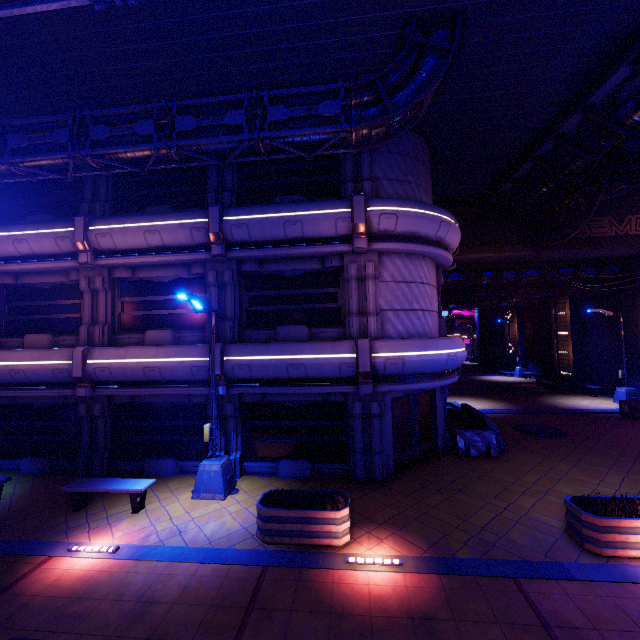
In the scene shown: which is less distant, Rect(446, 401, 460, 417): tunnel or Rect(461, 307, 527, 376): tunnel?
Rect(446, 401, 460, 417): tunnel

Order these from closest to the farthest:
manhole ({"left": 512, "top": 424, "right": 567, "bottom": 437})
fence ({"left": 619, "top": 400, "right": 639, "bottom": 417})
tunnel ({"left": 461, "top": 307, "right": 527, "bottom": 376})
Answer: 1. manhole ({"left": 512, "top": 424, "right": 567, "bottom": 437})
2. fence ({"left": 619, "top": 400, "right": 639, "bottom": 417})
3. tunnel ({"left": 461, "top": 307, "right": 527, "bottom": 376})

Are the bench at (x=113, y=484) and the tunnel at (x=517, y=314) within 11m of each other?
no

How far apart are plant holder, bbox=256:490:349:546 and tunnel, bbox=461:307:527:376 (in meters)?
34.09

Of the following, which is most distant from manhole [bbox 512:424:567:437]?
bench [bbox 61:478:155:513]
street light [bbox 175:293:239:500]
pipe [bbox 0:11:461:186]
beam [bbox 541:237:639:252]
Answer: bench [bbox 61:478:155:513]

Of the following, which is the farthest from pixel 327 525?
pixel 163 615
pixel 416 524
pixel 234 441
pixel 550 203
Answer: pixel 550 203

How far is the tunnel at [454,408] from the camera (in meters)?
18.31

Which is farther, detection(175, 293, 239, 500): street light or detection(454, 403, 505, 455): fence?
detection(454, 403, 505, 455): fence
